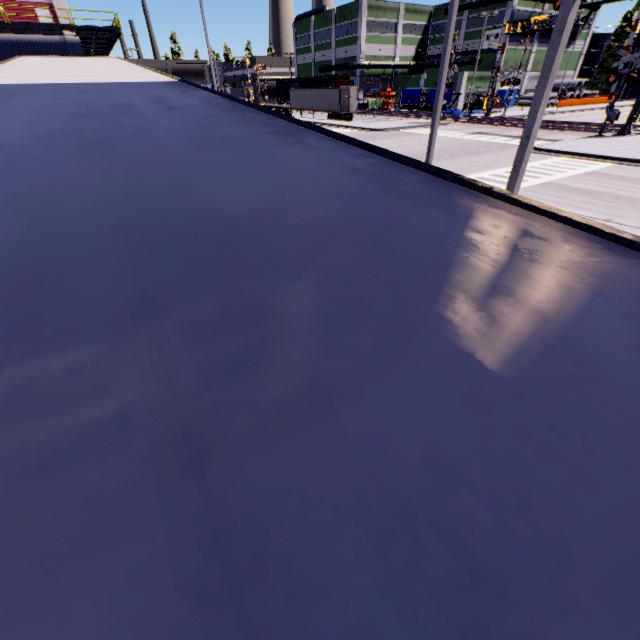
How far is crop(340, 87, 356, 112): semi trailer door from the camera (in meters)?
39.98

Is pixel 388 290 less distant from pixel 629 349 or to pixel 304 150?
pixel 629 349

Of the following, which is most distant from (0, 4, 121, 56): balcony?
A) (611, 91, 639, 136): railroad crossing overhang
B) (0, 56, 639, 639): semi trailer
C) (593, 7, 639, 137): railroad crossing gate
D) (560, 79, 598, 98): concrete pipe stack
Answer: (560, 79, 598, 98): concrete pipe stack

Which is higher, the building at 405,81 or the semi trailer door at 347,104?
the building at 405,81

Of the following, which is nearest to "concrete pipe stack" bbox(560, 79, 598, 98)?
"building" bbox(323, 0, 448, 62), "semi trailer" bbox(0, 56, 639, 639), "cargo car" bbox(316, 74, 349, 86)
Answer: "building" bbox(323, 0, 448, 62)

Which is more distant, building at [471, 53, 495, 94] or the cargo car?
the cargo car

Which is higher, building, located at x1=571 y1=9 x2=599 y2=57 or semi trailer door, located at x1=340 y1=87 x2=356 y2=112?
building, located at x1=571 y1=9 x2=599 y2=57

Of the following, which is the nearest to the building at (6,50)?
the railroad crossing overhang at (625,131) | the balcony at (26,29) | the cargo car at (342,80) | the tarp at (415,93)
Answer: the balcony at (26,29)
